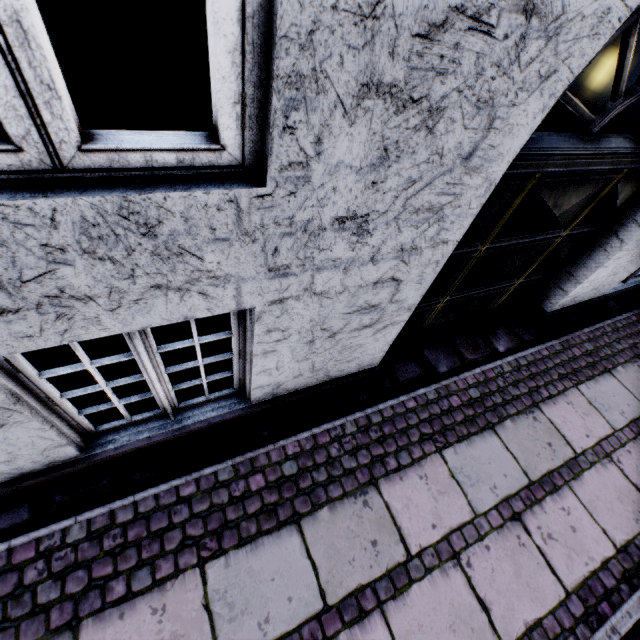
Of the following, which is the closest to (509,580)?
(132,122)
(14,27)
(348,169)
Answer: (348,169)
